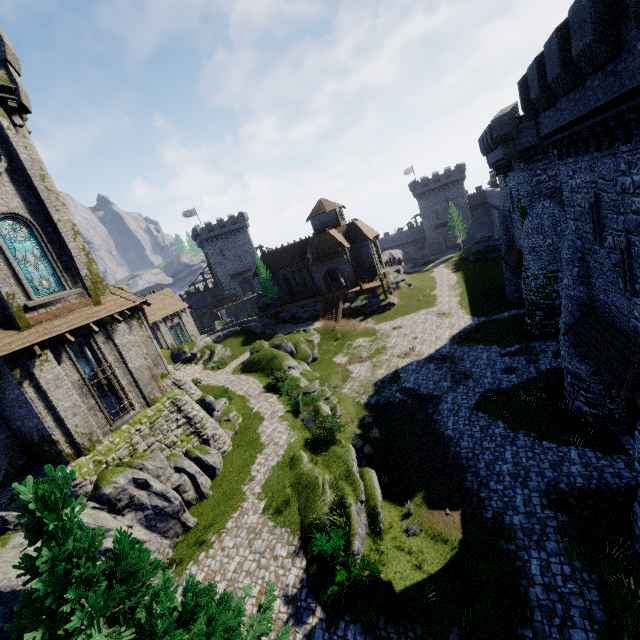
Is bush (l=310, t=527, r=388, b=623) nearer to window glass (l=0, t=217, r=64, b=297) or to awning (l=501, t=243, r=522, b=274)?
window glass (l=0, t=217, r=64, b=297)

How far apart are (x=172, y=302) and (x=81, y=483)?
32.6m

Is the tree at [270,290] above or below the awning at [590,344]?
above

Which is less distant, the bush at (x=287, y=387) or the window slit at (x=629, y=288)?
the window slit at (x=629, y=288)

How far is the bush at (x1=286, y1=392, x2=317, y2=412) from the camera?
23.7m

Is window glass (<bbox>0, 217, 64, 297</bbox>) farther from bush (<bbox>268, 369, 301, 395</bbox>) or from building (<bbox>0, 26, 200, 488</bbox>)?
bush (<bbox>268, 369, 301, 395</bbox>)

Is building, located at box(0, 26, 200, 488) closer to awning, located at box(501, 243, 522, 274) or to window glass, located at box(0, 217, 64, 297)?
window glass, located at box(0, 217, 64, 297)

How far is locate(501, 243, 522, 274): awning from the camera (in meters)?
27.75
